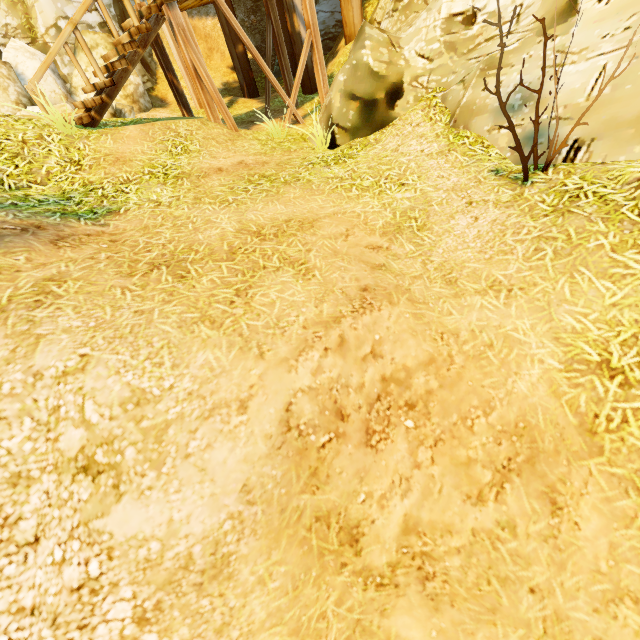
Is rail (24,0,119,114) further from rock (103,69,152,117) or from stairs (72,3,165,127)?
rock (103,69,152,117)

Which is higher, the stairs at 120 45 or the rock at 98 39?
the rock at 98 39

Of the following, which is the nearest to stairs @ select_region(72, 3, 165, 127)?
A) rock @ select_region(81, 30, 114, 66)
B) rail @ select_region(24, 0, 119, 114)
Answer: rail @ select_region(24, 0, 119, 114)

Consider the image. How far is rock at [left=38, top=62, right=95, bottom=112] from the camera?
9.6 meters

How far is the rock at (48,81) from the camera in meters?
9.6

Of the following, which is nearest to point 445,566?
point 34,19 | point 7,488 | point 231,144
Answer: point 7,488
